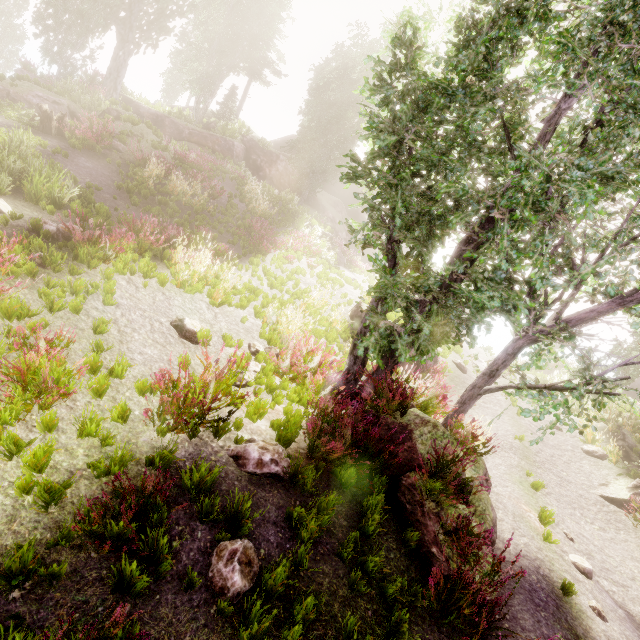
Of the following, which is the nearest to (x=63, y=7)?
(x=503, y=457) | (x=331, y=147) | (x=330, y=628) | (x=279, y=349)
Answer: (x=331, y=147)

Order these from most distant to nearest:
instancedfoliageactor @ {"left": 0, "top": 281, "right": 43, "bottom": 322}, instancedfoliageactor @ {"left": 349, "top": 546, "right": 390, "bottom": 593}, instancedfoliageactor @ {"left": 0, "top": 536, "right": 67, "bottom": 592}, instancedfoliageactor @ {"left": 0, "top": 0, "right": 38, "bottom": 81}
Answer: instancedfoliageactor @ {"left": 0, "top": 0, "right": 38, "bottom": 81}
instancedfoliageactor @ {"left": 0, "top": 281, "right": 43, "bottom": 322}
instancedfoliageactor @ {"left": 349, "top": 546, "right": 390, "bottom": 593}
instancedfoliageactor @ {"left": 0, "top": 536, "right": 67, "bottom": 592}

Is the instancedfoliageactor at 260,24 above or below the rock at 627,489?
above

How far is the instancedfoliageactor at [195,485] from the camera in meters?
3.6

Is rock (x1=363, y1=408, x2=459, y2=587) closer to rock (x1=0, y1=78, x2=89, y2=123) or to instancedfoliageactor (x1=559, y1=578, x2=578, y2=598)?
instancedfoliageactor (x1=559, y1=578, x2=578, y2=598)

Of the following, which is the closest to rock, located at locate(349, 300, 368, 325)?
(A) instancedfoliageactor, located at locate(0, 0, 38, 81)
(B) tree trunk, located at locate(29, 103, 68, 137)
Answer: (A) instancedfoliageactor, located at locate(0, 0, 38, 81)

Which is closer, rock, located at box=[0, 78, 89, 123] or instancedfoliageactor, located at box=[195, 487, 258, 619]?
instancedfoliageactor, located at box=[195, 487, 258, 619]
